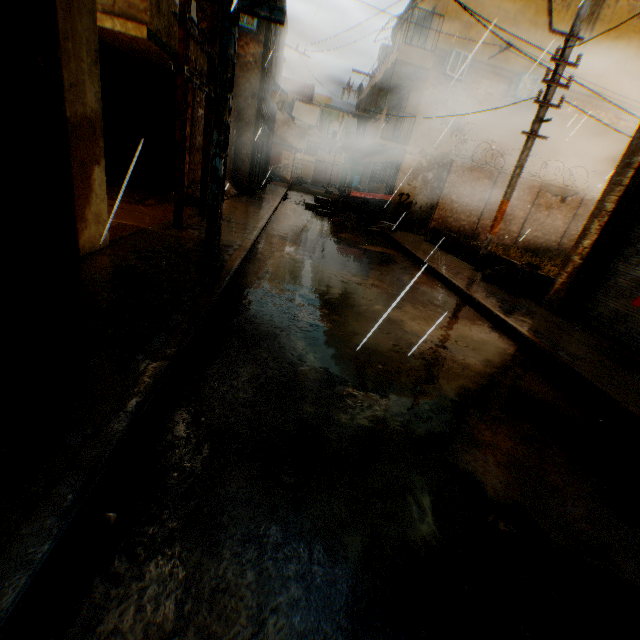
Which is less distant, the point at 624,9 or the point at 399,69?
the point at 624,9

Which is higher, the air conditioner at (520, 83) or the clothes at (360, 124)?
the air conditioner at (520, 83)

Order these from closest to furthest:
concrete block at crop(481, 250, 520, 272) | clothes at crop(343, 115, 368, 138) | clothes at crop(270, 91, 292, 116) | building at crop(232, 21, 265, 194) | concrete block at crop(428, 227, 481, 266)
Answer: concrete block at crop(481, 250, 520, 272), concrete block at crop(428, 227, 481, 266), building at crop(232, 21, 265, 194), clothes at crop(270, 91, 292, 116), clothes at crop(343, 115, 368, 138)

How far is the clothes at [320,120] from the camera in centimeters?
1393cm

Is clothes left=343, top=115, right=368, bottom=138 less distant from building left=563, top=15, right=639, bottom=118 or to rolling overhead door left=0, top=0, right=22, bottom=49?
building left=563, top=15, right=639, bottom=118

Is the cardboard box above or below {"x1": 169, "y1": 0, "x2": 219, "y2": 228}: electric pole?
below

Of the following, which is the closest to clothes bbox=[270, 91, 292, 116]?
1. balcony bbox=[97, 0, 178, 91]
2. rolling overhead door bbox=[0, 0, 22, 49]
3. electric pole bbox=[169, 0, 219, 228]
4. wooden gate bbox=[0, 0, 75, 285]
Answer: balcony bbox=[97, 0, 178, 91]

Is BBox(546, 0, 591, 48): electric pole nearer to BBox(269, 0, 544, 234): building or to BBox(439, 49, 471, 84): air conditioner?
BBox(269, 0, 544, 234): building
